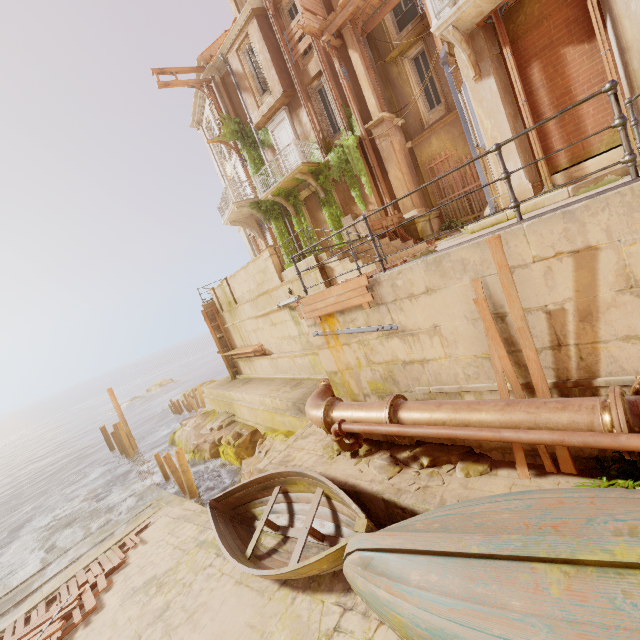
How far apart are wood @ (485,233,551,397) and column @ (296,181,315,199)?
14.2 meters

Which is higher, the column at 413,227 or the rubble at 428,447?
the column at 413,227

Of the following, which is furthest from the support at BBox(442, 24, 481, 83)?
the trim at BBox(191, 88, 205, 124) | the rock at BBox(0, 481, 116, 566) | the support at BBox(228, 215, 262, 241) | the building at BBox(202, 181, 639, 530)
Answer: the rock at BBox(0, 481, 116, 566)

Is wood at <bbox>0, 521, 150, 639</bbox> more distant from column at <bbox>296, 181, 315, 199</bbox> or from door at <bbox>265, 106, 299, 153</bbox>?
door at <bbox>265, 106, 299, 153</bbox>

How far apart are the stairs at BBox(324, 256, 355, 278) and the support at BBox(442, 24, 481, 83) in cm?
413

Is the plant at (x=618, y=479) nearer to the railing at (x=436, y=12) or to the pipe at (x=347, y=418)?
the pipe at (x=347, y=418)

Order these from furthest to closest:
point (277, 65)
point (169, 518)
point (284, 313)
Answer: point (277, 65) → point (284, 313) → point (169, 518)

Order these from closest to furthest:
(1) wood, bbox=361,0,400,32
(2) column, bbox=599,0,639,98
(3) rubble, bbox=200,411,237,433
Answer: (2) column, bbox=599,0,639,98, (1) wood, bbox=361,0,400,32, (3) rubble, bbox=200,411,237,433
